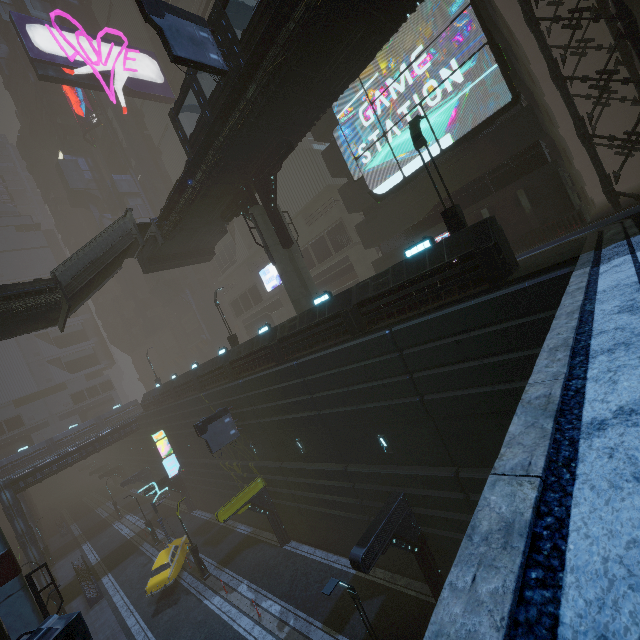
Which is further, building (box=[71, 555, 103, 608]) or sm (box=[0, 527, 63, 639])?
building (box=[71, 555, 103, 608])

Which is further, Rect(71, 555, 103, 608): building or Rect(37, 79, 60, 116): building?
Rect(37, 79, 60, 116): building

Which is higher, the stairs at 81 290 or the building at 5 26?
the building at 5 26

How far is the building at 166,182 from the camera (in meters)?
44.38

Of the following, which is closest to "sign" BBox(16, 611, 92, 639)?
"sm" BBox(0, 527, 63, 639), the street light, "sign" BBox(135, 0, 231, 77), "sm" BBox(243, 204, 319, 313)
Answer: "sm" BBox(0, 527, 63, 639)

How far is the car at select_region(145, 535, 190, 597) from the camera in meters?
22.0

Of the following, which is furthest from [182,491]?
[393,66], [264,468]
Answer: [393,66]

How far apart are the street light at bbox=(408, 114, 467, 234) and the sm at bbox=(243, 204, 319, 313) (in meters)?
9.38
